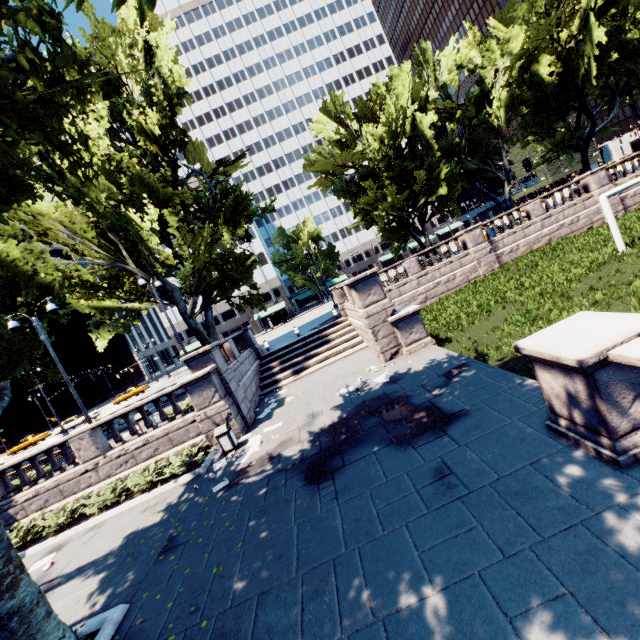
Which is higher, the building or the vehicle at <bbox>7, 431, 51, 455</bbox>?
the building

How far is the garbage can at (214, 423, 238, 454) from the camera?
12.0m

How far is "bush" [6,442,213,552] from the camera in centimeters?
1194cm

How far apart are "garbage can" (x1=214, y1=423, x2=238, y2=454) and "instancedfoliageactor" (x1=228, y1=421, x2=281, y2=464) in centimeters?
20cm

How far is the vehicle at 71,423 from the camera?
39.2m

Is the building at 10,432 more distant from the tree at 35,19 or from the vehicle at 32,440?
the tree at 35,19

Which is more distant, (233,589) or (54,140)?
(54,140)

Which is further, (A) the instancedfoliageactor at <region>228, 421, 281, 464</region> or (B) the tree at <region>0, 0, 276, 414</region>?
(A) the instancedfoliageactor at <region>228, 421, 281, 464</region>
